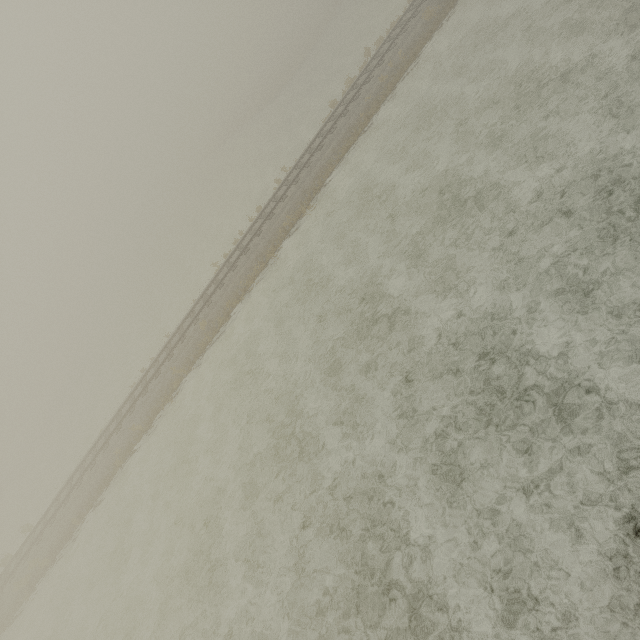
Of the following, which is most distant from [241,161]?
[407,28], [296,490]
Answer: [296,490]
